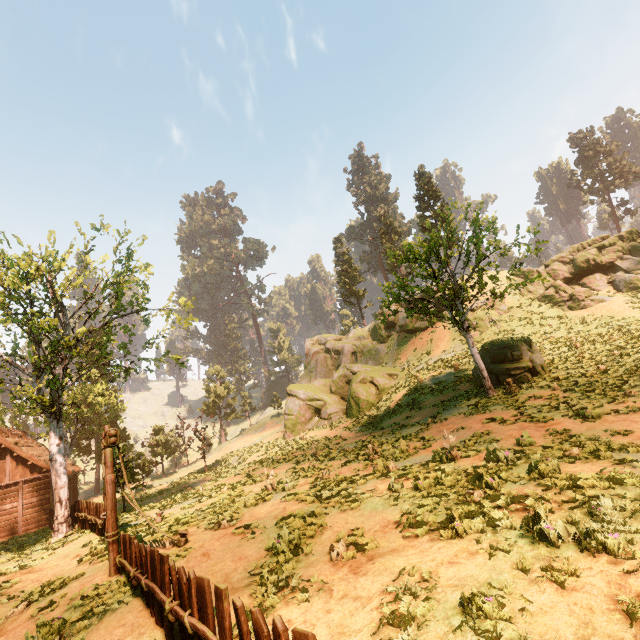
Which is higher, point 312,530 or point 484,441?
point 484,441

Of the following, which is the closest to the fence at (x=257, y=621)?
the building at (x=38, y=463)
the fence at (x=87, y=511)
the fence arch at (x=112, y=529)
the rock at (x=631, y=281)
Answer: the fence arch at (x=112, y=529)

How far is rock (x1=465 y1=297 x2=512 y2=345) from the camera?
29.08m

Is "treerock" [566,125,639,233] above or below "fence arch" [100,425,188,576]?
above

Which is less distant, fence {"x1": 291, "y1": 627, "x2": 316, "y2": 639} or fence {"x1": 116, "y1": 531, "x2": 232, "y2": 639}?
fence {"x1": 291, "y1": 627, "x2": 316, "y2": 639}

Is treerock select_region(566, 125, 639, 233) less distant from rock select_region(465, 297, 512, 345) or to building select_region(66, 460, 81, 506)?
building select_region(66, 460, 81, 506)

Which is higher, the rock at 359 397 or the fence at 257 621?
the rock at 359 397

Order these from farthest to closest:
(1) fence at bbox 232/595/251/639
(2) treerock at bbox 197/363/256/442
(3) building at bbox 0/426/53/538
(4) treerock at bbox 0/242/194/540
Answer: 1. (2) treerock at bbox 197/363/256/442
2. (3) building at bbox 0/426/53/538
3. (4) treerock at bbox 0/242/194/540
4. (1) fence at bbox 232/595/251/639
